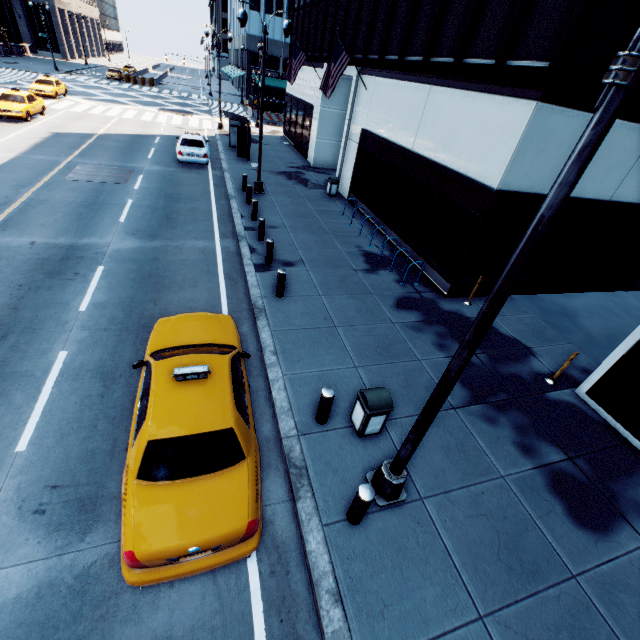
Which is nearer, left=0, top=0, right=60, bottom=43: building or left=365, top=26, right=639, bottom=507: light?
left=365, top=26, right=639, bottom=507: light

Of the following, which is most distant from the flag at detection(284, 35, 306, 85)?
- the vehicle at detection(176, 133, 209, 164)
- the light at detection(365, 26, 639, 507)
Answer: the light at detection(365, 26, 639, 507)

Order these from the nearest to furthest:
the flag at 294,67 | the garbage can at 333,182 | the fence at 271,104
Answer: the garbage can at 333,182
the flag at 294,67
the fence at 271,104

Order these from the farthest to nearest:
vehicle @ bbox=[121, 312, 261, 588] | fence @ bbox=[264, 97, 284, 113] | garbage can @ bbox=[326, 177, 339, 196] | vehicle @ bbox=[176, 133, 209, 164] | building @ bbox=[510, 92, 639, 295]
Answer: fence @ bbox=[264, 97, 284, 113], vehicle @ bbox=[176, 133, 209, 164], garbage can @ bbox=[326, 177, 339, 196], building @ bbox=[510, 92, 639, 295], vehicle @ bbox=[121, 312, 261, 588]

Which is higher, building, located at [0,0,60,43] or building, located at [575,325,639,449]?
building, located at [0,0,60,43]

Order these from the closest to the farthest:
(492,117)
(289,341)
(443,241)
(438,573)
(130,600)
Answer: (130,600) < (438,573) < (289,341) < (492,117) < (443,241)

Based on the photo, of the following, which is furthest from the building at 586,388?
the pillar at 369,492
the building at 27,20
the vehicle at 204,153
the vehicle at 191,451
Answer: the building at 27,20

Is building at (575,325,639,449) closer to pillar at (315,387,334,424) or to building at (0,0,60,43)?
pillar at (315,387,334,424)
